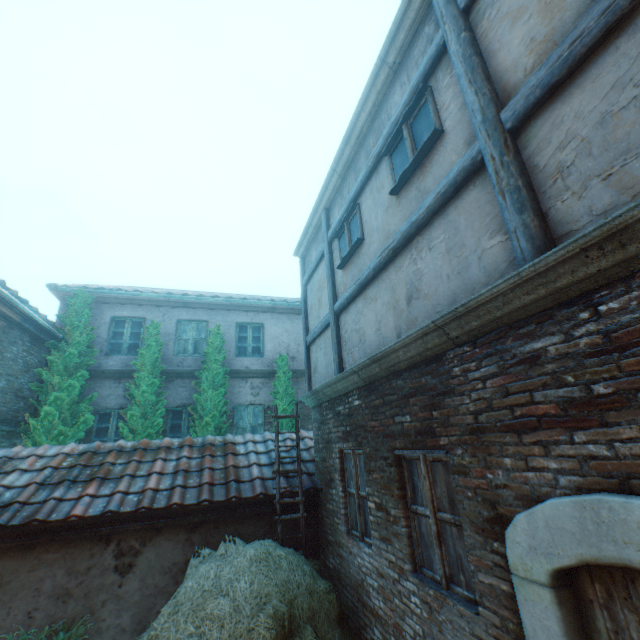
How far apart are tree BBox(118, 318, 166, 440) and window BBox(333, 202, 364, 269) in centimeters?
657cm

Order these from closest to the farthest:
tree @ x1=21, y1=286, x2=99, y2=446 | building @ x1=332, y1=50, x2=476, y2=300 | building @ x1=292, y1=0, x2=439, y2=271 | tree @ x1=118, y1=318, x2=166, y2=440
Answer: building @ x1=332, y1=50, x2=476, y2=300
building @ x1=292, y1=0, x2=439, y2=271
tree @ x1=21, y1=286, x2=99, y2=446
tree @ x1=118, y1=318, x2=166, y2=440

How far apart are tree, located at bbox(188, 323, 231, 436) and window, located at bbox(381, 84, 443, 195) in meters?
7.6 m

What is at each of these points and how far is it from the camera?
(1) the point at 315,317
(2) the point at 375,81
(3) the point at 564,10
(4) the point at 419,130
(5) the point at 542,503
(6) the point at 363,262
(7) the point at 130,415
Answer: (1) building, 7.58m
(2) building, 4.77m
(3) building, 2.27m
(4) window, 3.87m
(5) building, 2.18m
(6) building, 5.21m
(7) tree, 8.82m

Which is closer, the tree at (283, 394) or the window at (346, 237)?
the window at (346, 237)

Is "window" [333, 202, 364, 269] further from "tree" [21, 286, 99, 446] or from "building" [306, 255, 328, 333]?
"tree" [21, 286, 99, 446]

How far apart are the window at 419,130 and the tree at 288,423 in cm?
746

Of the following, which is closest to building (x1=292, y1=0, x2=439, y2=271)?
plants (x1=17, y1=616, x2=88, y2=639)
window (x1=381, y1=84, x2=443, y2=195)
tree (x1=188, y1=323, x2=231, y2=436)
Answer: window (x1=381, y1=84, x2=443, y2=195)
